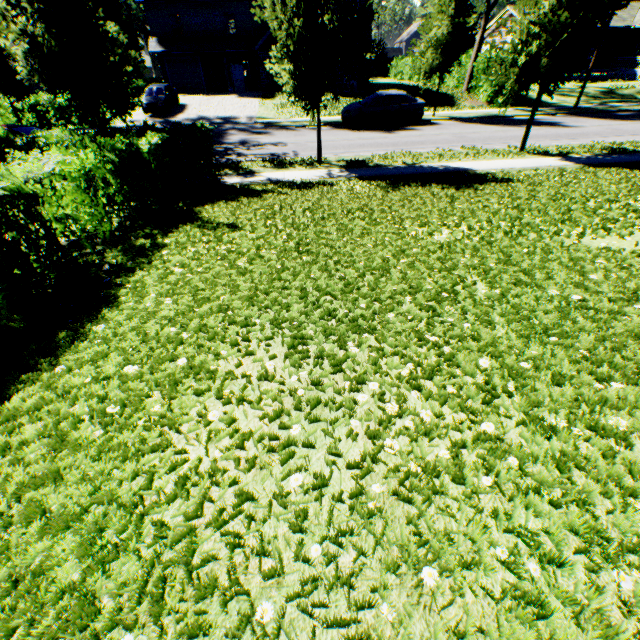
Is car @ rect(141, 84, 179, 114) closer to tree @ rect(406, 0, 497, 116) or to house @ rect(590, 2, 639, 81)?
tree @ rect(406, 0, 497, 116)

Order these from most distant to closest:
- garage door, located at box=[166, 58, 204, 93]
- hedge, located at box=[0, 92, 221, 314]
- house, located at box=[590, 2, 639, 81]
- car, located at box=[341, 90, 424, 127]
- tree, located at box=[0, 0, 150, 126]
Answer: house, located at box=[590, 2, 639, 81]
garage door, located at box=[166, 58, 204, 93]
car, located at box=[341, 90, 424, 127]
tree, located at box=[0, 0, 150, 126]
hedge, located at box=[0, 92, 221, 314]

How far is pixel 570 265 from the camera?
4.21m

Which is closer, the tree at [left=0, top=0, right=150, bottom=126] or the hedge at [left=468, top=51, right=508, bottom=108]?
the tree at [left=0, top=0, right=150, bottom=126]

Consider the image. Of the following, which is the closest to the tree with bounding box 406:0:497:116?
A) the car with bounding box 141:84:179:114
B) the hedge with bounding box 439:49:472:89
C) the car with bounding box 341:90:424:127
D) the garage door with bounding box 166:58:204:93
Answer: the hedge with bounding box 439:49:472:89

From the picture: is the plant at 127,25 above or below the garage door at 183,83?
above

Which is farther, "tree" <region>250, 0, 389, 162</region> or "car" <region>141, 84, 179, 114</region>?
"car" <region>141, 84, 179, 114</region>

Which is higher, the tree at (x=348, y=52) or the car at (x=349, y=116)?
the tree at (x=348, y=52)
